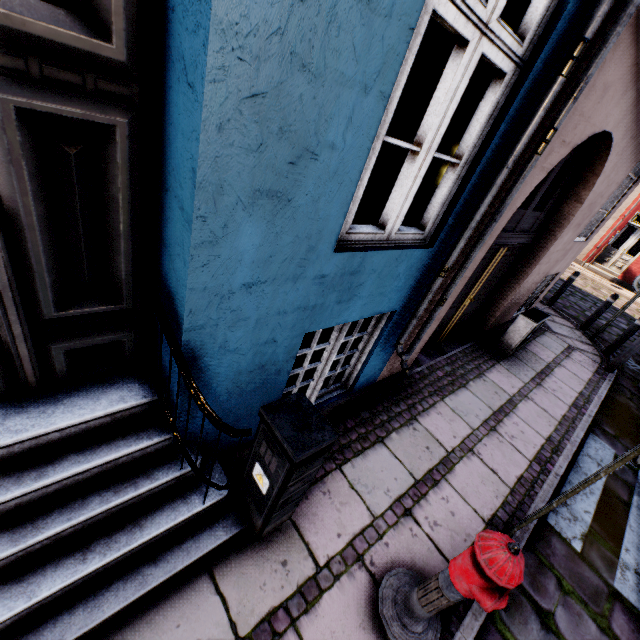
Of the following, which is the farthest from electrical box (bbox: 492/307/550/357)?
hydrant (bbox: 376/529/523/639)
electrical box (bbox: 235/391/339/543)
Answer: electrical box (bbox: 235/391/339/543)

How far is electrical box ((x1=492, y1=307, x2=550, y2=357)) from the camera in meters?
5.6

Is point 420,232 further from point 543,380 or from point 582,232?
point 582,232

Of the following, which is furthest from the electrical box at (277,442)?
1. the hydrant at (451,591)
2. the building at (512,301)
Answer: the hydrant at (451,591)

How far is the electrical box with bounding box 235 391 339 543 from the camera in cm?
174

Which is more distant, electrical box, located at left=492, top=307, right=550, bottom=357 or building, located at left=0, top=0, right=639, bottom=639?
electrical box, located at left=492, top=307, right=550, bottom=357

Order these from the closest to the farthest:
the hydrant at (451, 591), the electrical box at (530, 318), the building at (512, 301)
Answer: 1. the building at (512, 301)
2. the hydrant at (451, 591)
3. the electrical box at (530, 318)

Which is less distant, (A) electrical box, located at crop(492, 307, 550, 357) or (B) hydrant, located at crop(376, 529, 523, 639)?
(B) hydrant, located at crop(376, 529, 523, 639)
